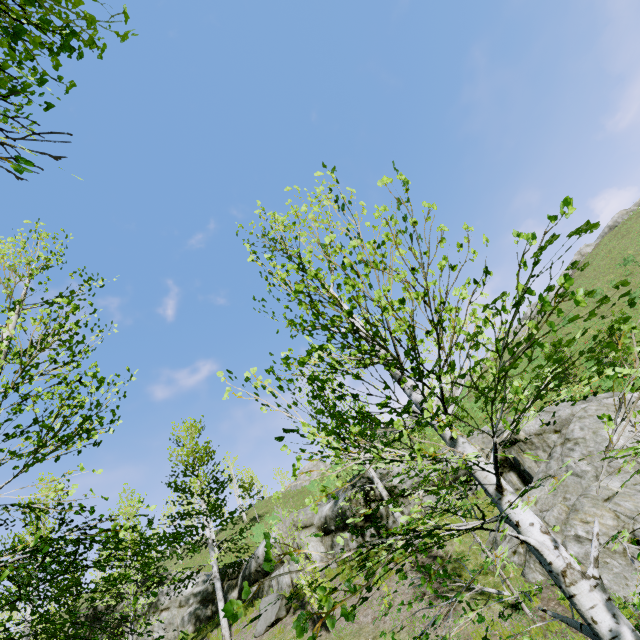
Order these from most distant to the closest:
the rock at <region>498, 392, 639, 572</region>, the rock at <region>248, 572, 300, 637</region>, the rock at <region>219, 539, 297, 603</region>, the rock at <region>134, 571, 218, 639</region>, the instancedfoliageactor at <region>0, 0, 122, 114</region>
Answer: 1. the rock at <region>134, 571, 218, 639</region>
2. the rock at <region>219, 539, 297, 603</region>
3. the rock at <region>248, 572, 300, 637</region>
4. the rock at <region>498, 392, 639, 572</region>
5. the instancedfoliageactor at <region>0, 0, 122, 114</region>

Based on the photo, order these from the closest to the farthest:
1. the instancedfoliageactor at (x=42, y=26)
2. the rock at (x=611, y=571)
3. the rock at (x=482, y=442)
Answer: the instancedfoliageactor at (x=42, y=26), the rock at (x=611, y=571), the rock at (x=482, y=442)

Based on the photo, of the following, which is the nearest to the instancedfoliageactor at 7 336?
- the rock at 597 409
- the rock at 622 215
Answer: the rock at 597 409

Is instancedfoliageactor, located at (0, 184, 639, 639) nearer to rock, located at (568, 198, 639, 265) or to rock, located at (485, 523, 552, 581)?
rock, located at (485, 523, 552, 581)

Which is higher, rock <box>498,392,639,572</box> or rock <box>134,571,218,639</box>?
rock <box>134,571,218,639</box>

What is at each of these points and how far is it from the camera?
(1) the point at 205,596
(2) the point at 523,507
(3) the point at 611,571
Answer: (1) rock, 17.73m
(2) instancedfoliageactor, 1.40m
(3) rock, 6.49m

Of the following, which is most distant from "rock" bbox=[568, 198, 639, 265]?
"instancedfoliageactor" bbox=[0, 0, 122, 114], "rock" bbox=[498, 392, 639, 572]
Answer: "instancedfoliageactor" bbox=[0, 0, 122, 114]
